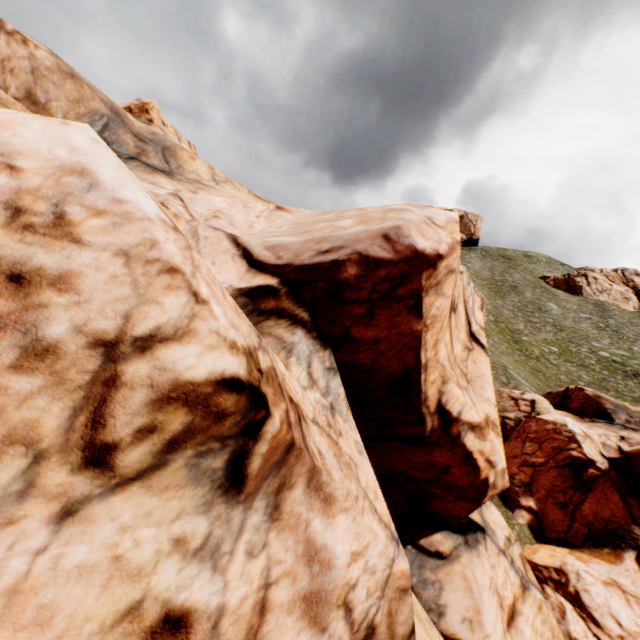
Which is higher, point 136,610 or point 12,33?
point 12,33
